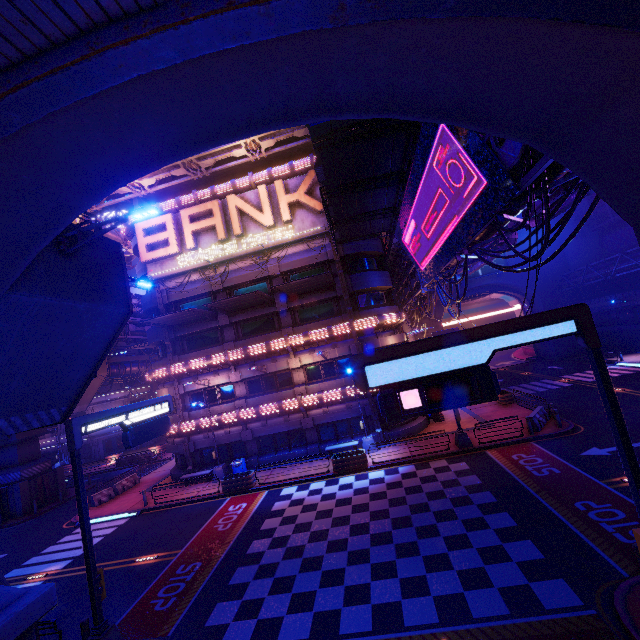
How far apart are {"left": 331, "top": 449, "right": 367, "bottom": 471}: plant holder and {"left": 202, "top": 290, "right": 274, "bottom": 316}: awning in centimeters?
1181cm

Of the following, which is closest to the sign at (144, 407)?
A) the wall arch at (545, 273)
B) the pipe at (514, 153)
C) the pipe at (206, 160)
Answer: the pipe at (514, 153)

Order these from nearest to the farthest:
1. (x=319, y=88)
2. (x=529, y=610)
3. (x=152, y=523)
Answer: (x=319, y=88), (x=529, y=610), (x=152, y=523)

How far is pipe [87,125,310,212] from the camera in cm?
2362

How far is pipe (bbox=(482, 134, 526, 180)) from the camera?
8.9m

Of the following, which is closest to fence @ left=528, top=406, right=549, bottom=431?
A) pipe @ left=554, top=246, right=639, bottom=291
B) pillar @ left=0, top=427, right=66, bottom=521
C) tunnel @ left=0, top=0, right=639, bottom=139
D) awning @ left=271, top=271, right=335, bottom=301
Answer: awning @ left=271, top=271, right=335, bottom=301

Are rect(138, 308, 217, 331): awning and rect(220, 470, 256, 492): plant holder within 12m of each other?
yes

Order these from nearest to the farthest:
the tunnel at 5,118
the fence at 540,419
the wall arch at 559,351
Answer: the tunnel at 5,118
the fence at 540,419
the wall arch at 559,351
